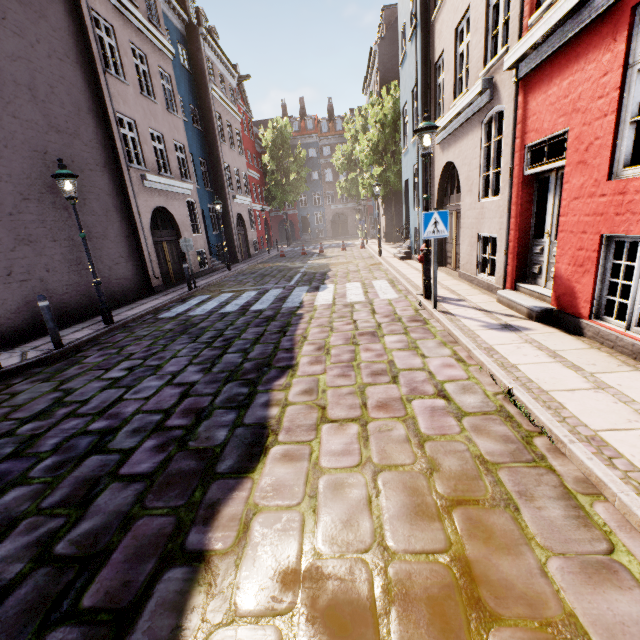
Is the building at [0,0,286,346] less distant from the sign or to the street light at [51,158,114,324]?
the street light at [51,158,114,324]

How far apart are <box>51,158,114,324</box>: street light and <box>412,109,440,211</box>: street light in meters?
7.5

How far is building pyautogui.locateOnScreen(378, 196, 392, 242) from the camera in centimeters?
2519cm

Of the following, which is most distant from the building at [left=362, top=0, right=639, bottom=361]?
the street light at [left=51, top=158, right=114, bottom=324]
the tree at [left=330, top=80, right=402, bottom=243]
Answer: the street light at [left=51, top=158, right=114, bottom=324]

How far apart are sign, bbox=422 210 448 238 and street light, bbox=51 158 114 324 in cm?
770

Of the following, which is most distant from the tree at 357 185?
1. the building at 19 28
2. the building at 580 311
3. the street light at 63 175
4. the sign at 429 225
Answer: the sign at 429 225

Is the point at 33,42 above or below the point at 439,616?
above

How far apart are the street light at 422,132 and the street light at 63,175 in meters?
7.5
